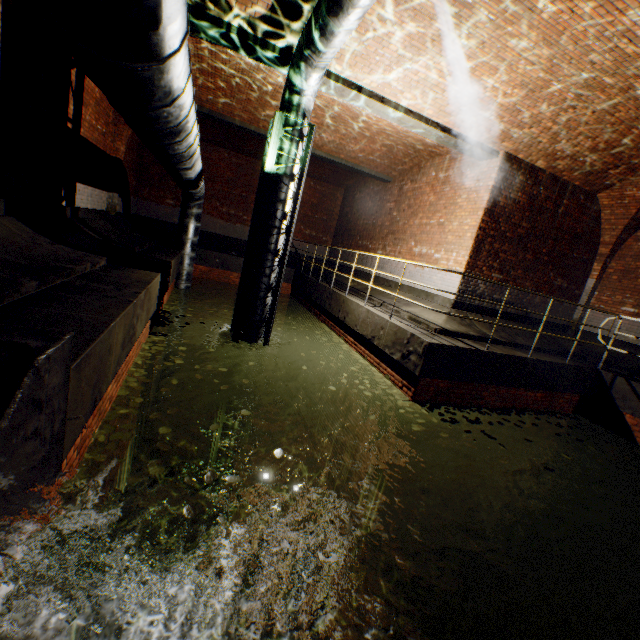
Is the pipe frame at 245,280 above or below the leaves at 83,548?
above

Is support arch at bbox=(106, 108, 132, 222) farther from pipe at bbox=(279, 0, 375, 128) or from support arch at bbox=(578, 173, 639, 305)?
support arch at bbox=(578, 173, 639, 305)

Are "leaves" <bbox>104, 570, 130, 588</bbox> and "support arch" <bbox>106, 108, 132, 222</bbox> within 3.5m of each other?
no

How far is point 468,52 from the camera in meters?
5.2

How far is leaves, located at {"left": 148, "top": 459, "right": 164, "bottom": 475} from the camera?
2.9 meters

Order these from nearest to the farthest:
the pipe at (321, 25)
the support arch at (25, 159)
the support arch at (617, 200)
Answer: the pipe at (321, 25) → the support arch at (25, 159) → the support arch at (617, 200)

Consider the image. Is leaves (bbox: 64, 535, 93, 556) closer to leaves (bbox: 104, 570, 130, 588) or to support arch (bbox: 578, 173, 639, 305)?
leaves (bbox: 104, 570, 130, 588)

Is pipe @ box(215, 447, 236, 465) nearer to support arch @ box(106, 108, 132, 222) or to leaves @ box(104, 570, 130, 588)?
support arch @ box(106, 108, 132, 222)
